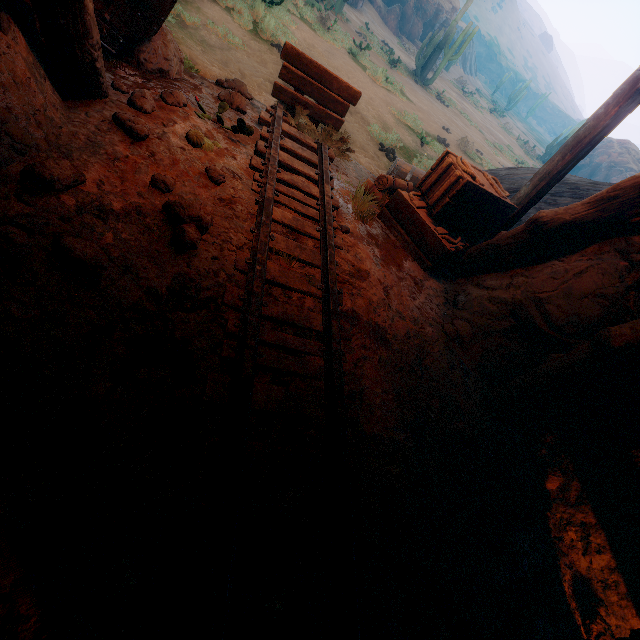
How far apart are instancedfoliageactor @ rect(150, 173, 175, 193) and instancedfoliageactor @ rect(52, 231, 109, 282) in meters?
0.5 m

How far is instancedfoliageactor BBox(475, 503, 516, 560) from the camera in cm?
247

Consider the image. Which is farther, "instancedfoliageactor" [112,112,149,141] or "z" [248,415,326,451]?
"instancedfoliageactor" [112,112,149,141]

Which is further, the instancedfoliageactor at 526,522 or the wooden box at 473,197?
the wooden box at 473,197

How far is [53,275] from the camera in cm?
193

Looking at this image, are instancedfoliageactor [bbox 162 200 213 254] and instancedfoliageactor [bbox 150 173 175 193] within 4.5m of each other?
yes

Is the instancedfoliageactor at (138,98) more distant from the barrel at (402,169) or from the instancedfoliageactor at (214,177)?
the barrel at (402,169)

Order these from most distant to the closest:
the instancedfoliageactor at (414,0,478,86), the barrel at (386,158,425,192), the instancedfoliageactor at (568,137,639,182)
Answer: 1. the instancedfoliageactor at (568,137,639,182)
2. the instancedfoliageactor at (414,0,478,86)
3. the barrel at (386,158,425,192)
